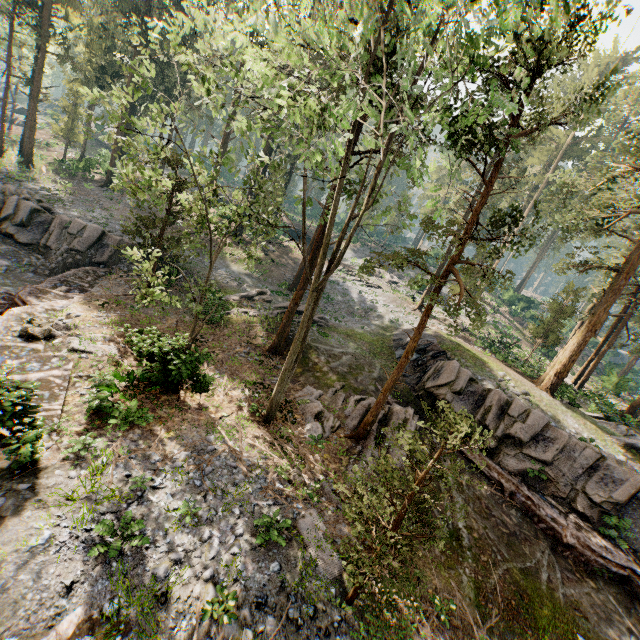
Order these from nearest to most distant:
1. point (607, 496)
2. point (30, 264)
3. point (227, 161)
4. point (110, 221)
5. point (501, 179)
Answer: point (227, 161)
point (607, 496)
point (30, 264)
point (110, 221)
point (501, 179)

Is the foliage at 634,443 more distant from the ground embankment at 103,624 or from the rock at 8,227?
the rock at 8,227

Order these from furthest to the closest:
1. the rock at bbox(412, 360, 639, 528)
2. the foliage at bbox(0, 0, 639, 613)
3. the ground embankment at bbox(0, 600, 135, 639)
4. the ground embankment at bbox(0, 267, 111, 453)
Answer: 1. the rock at bbox(412, 360, 639, 528)
2. the ground embankment at bbox(0, 267, 111, 453)
3. the foliage at bbox(0, 0, 639, 613)
4. the ground embankment at bbox(0, 600, 135, 639)

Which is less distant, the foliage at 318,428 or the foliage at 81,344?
the foliage at 81,344

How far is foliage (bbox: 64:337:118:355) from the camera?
13.9 meters

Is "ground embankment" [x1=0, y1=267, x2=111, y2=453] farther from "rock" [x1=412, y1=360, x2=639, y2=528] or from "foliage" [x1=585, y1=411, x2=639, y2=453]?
"rock" [x1=412, y1=360, x2=639, y2=528]
